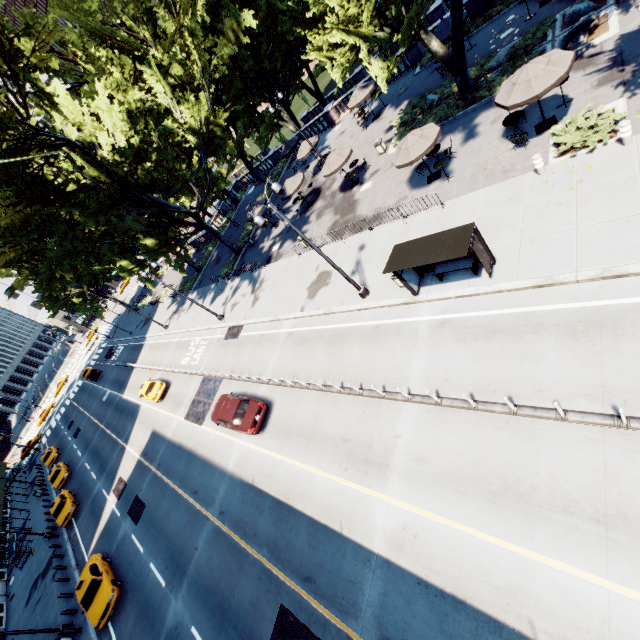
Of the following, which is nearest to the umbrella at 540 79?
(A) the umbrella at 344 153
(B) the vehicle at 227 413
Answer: (A) the umbrella at 344 153

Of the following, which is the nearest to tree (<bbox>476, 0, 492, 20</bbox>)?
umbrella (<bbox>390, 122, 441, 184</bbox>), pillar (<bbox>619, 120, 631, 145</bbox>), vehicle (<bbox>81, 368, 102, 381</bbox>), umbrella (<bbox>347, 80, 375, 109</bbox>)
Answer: umbrella (<bbox>347, 80, 375, 109</bbox>)

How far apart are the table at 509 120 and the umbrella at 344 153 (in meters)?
9.95

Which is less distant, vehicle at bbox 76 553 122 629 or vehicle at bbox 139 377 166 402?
vehicle at bbox 76 553 122 629

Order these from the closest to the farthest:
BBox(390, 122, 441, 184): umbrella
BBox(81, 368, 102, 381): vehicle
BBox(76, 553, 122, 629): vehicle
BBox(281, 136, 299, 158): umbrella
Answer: BBox(390, 122, 441, 184): umbrella < BBox(76, 553, 122, 629): vehicle < BBox(281, 136, 299, 158): umbrella < BBox(81, 368, 102, 381): vehicle

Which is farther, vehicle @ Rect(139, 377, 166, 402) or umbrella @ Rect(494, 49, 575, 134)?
vehicle @ Rect(139, 377, 166, 402)

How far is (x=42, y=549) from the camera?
30.4 meters

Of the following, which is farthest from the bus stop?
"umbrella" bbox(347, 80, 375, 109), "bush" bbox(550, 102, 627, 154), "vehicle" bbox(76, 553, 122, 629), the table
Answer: "umbrella" bbox(347, 80, 375, 109)
